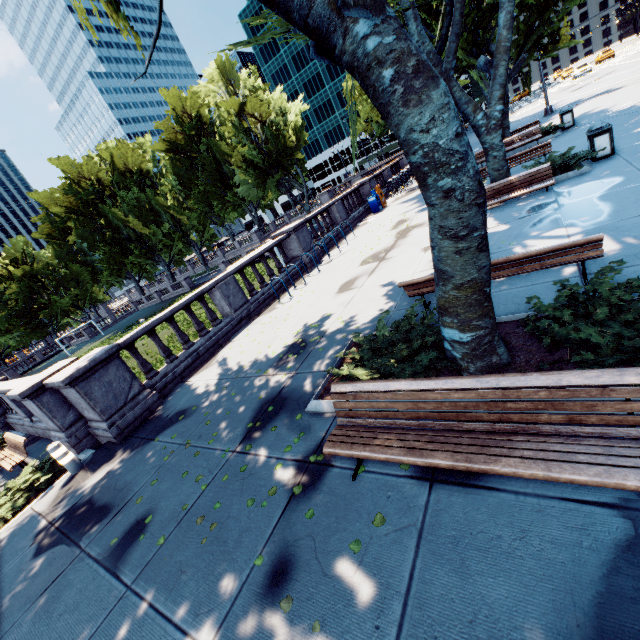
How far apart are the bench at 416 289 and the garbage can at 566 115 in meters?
16.4

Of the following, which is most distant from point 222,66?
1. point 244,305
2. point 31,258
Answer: point 244,305

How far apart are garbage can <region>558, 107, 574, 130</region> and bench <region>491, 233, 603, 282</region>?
16.4 meters

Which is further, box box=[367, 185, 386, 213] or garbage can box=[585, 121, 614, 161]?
box box=[367, 185, 386, 213]

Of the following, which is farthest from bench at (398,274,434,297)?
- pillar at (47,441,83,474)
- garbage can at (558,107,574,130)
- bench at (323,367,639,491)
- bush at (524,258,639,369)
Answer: garbage can at (558,107,574,130)

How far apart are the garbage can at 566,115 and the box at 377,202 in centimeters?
968cm

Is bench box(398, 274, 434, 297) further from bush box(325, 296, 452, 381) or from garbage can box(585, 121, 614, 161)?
garbage can box(585, 121, 614, 161)

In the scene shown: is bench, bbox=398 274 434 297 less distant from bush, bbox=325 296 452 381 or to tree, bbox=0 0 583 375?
bush, bbox=325 296 452 381
